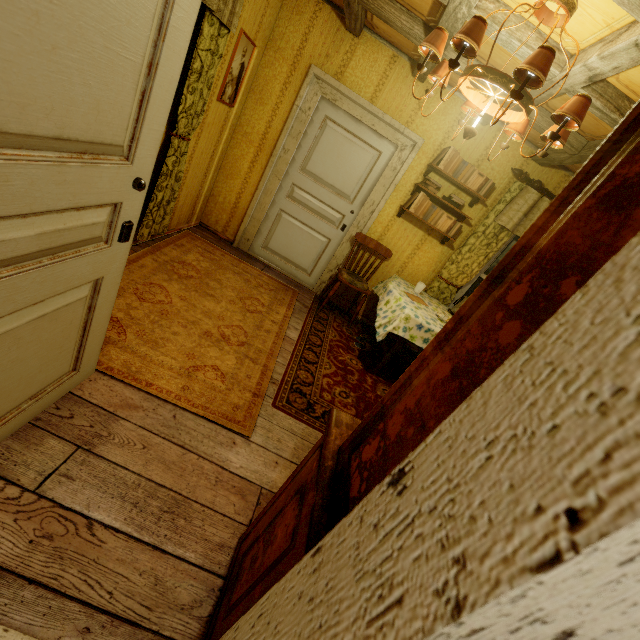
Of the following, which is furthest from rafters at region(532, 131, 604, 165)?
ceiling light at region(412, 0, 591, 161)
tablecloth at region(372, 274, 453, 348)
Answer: tablecloth at region(372, 274, 453, 348)

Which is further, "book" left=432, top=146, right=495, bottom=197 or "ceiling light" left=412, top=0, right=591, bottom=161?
"book" left=432, top=146, right=495, bottom=197

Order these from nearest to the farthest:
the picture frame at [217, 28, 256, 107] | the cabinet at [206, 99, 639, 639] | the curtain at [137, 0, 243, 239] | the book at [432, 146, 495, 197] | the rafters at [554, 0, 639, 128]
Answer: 1. the cabinet at [206, 99, 639, 639]
2. the rafters at [554, 0, 639, 128]
3. the curtain at [137, 0, 243, 239]
4. the picture frame at [217, 28, 256, 107]
5. the book at [432, 146, 495, 197]

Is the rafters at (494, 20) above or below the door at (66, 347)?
above

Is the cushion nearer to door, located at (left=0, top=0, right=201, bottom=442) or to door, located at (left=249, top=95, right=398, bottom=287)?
door, located at (left=249, top=95, right=398, bottom=287)

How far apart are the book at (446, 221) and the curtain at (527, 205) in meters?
0.2 m

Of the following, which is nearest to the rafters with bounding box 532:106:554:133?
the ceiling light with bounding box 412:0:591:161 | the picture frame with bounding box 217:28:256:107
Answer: the ceiling light with bounding box 412:0:591:161

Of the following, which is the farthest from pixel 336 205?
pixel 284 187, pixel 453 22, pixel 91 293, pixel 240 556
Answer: pixel 240 556
